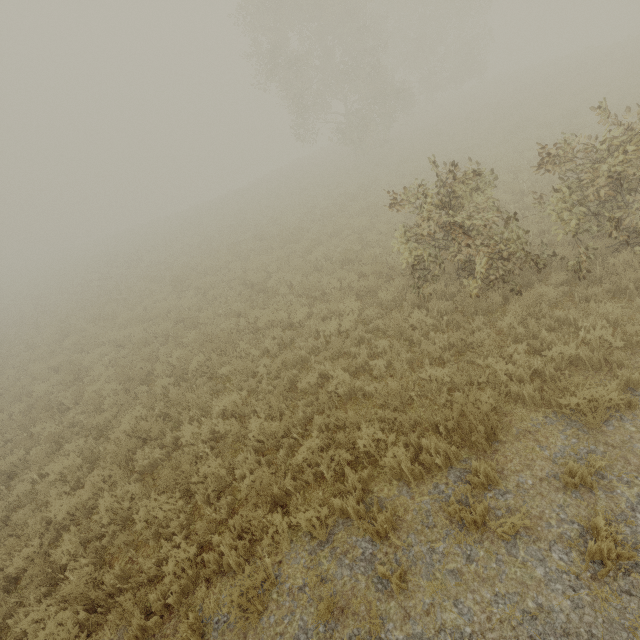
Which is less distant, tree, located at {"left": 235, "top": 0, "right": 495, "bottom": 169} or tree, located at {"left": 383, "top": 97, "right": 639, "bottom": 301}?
tree, located at {"left": 383, "top": 97, "right": 639, "bottom": 301}

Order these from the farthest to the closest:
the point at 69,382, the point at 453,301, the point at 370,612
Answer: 1. the point at 69,382
2. the point at 453,301
3. the point at 370,612

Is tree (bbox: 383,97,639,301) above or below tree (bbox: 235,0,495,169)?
below

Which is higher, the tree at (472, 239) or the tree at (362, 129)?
the tree at (362, 129)

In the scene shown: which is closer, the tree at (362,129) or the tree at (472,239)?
the tree at (472,239)
